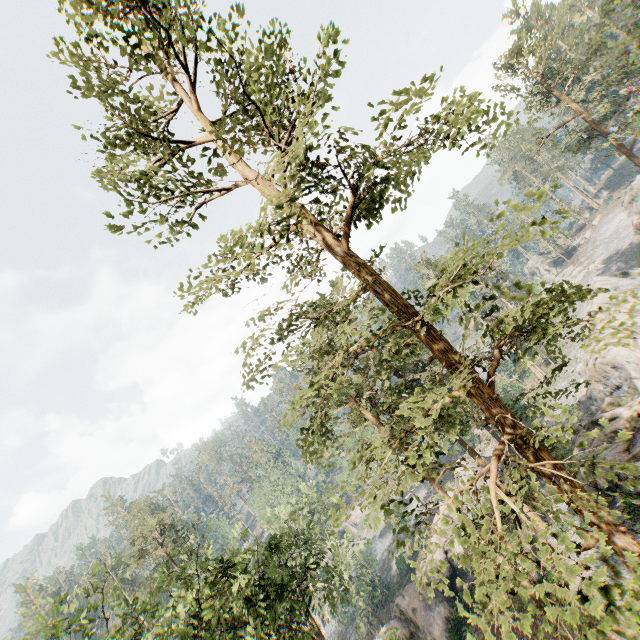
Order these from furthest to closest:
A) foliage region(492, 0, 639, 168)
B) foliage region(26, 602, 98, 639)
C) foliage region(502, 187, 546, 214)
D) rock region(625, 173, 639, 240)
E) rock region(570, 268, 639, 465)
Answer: rock region(625, 173, 639, 240)
foliage region(492, 0, 639, 168)
rock region(570, 268, 639, 465)
foliage region(26, 602, 98, 639)
foliage region(502, 187, 546, 214)

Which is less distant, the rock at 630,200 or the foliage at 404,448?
the foliage at 404,448

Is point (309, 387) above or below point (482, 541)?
above

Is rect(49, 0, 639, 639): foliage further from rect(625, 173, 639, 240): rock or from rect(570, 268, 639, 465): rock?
rect(625, 173, 639, 240): rock

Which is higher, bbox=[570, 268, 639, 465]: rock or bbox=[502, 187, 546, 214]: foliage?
bbox=[502, 187, 546, 214]: foliage

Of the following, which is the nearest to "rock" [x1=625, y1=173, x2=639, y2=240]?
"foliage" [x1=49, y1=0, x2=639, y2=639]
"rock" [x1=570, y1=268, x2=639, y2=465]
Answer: "rock" [x1=570, y1=268, x2=639, y2=465]

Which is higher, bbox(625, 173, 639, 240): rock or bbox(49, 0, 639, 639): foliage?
bbox(49, 0, 639, 639): foliage

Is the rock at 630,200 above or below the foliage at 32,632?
below
